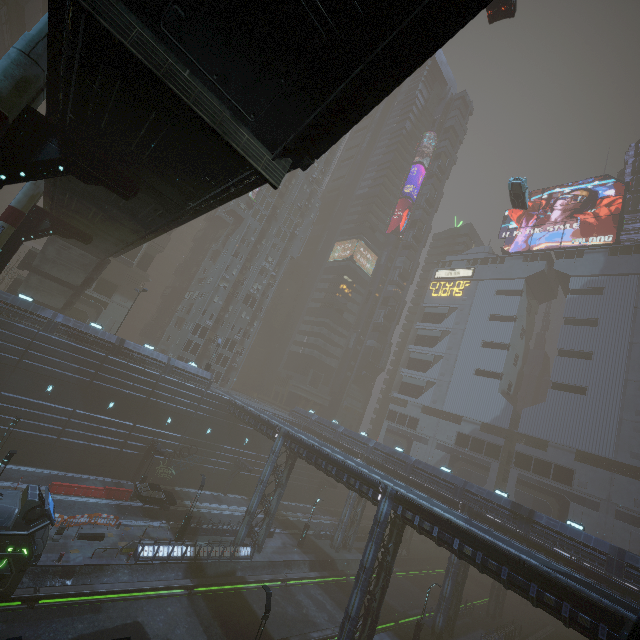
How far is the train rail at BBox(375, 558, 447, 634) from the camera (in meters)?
31.39

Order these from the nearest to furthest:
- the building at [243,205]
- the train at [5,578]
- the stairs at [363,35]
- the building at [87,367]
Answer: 1. the stairs at [363,35]
2. the train at [5,578]
3. the building at [87,367]
4. the building at [243,205]

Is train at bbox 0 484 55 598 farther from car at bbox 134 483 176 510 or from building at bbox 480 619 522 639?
car at bbox 134 483 176 510

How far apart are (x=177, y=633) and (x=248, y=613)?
6.2 meters

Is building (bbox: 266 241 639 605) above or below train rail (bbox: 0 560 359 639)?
above

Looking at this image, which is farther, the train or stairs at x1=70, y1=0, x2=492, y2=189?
the train

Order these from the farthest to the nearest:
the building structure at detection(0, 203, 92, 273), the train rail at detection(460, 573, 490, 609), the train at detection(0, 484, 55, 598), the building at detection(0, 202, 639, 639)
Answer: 1. the train rail at detection(460, 573, 490, 609)
2. the building at detection(0, 202, 639, 639)
3. the building structure at detection(0, 203, 92, 273)
4. the train at detection(0, 484, 55, 598)

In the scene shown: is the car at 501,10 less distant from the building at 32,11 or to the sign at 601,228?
the building at 32,11
